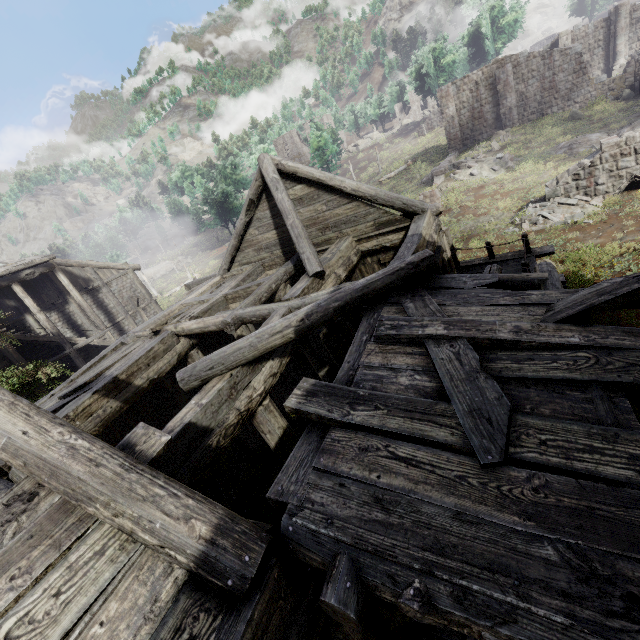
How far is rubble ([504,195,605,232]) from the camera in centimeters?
1527cm

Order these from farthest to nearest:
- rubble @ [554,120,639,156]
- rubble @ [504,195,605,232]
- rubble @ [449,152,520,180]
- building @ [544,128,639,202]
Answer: rubble @ [449,152,520,180], rubble @ [554,120,639,156], rubble @ [504,195,605,232], building @ [544,128,639,202]

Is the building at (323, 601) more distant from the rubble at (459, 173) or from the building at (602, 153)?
the rubble at (459, 173)

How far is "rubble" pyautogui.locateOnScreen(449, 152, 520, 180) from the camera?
23.4 meters

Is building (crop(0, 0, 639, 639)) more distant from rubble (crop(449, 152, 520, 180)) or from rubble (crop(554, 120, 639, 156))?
rubble (crop(449, 152, 520, 180))

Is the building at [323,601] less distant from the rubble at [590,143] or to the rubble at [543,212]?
the rubble at [543,212]

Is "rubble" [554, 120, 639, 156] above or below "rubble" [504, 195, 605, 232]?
above

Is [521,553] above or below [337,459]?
below
